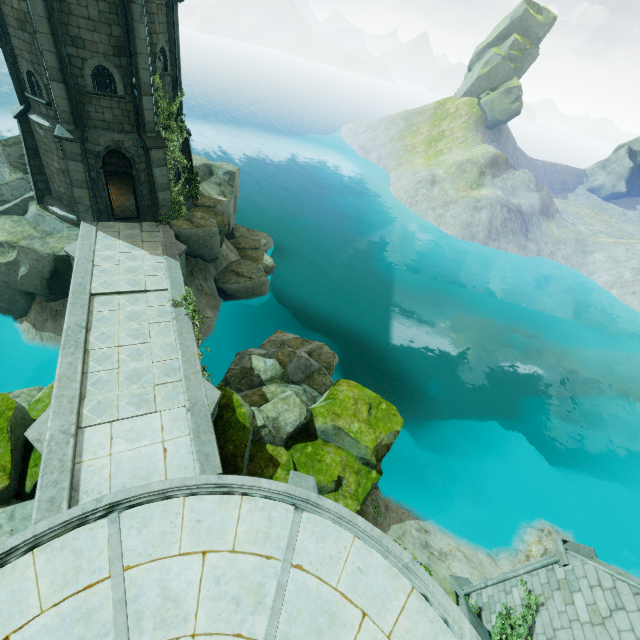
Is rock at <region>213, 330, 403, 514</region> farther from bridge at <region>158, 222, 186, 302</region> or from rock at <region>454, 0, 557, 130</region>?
rock at <region>454, 0, 557, 130</region>

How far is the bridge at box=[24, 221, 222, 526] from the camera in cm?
810

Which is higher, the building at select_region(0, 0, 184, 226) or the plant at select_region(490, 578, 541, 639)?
the building at select_region(0, 0, 184, 226)

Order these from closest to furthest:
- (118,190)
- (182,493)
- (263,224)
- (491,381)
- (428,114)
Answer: (182,493) < (118,190) < (491,381) < (263,224) < (428,114)

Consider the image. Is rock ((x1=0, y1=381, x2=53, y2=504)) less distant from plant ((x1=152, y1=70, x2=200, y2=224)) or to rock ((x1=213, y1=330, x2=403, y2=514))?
rock ((x1=213, y1=330, x2=403, y2=514))

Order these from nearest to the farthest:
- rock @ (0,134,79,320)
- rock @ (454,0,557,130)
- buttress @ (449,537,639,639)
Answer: buttress @ (449,537,639,639), rock @ (0,134,79,320), rock @ (454,0,557,130)

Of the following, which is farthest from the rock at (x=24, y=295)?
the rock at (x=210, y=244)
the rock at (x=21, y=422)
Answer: the rock at (x=21, y=422)

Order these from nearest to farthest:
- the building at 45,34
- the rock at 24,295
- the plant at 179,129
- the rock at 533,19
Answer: the building at 45,34, the rock at 24,295, the plant at 179,129, the rock at 533,19
